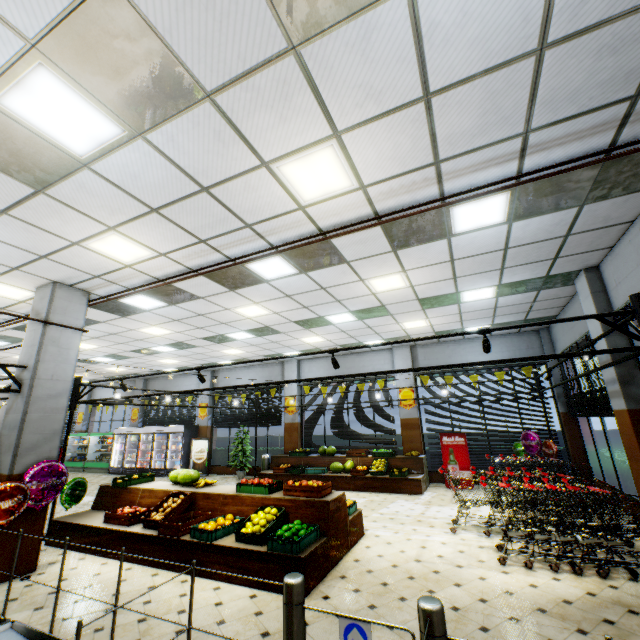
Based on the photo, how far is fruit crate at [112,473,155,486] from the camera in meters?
7.3 m

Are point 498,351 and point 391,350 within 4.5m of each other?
yes

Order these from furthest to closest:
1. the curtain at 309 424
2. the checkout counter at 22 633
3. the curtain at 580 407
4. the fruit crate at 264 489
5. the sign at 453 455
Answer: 1. the curtain at 309 424
2. the sign at 453 455
3. the curtain at 580 407
4. the fruit crate at 264 489
5. the checkout counter at 22 633

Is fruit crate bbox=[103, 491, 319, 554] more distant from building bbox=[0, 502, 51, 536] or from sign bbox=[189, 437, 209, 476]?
sign bbox=[189, 437, 209, 476]

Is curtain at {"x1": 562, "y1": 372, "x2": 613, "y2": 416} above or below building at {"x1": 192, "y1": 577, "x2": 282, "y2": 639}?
above

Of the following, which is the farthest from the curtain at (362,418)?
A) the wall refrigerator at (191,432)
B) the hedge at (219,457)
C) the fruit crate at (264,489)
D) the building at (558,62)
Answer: the fruit crate at (264,489)

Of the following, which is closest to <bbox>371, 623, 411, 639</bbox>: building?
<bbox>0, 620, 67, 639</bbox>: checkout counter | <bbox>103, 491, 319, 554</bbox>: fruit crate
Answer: <bbox>0, 620, 67, 639</bbox>: checkout counter

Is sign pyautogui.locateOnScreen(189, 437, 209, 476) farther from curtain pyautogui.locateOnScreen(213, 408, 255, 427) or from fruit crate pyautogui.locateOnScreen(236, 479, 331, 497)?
fruit crate pyautogui.locateOnScreen(236, 479, 331, 497)
